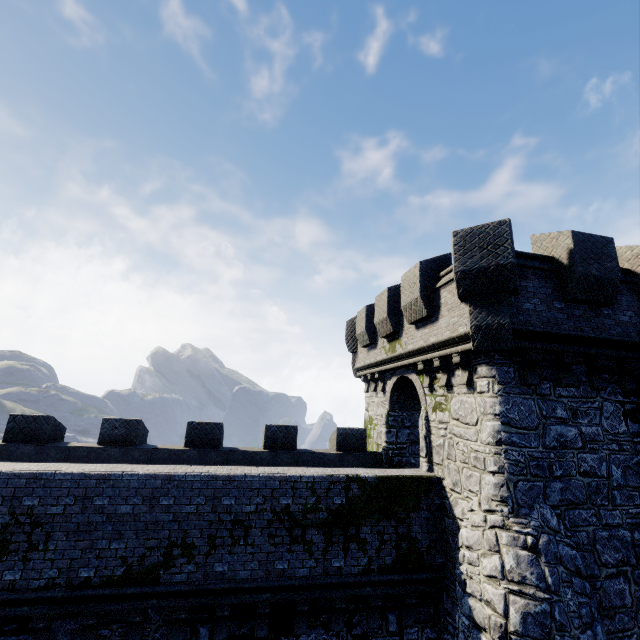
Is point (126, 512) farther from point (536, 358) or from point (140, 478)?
point (536, 358)
